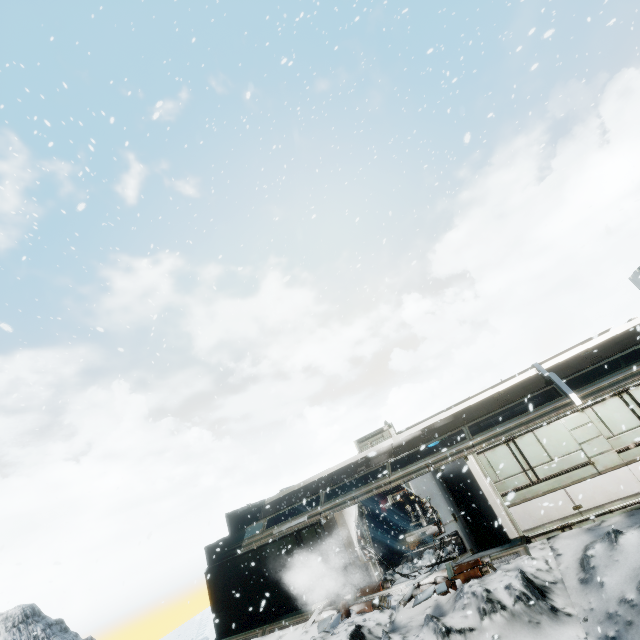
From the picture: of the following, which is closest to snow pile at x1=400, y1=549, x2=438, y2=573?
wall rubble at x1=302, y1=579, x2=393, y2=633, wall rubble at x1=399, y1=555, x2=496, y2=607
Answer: wall rubble at x1=302, y1=579, x2=393, y2=633

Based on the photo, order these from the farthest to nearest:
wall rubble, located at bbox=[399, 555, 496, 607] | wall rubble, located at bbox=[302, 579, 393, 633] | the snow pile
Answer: the snow pile, wall rubble, located at bbox=[302, 579, 393, 633], wall rubble, located at bbox=[399, 555, 496, 607]

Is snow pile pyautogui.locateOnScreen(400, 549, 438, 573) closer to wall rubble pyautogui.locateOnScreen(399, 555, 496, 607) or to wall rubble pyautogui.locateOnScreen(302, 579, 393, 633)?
wall rubble pyautogui.locateOnScreen(302, 579, 393, 633)

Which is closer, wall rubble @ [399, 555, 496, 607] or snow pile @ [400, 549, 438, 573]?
wall rubble @ [399, 555, 496, 607]

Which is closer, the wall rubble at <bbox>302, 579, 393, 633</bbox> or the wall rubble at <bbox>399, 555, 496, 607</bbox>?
the wall rubble at <bbox>399, 555, 496, 607</bbox>

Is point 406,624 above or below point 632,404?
below

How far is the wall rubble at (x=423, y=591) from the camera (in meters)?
9.31

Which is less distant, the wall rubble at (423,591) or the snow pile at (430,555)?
the wall rubble at (423,591)
